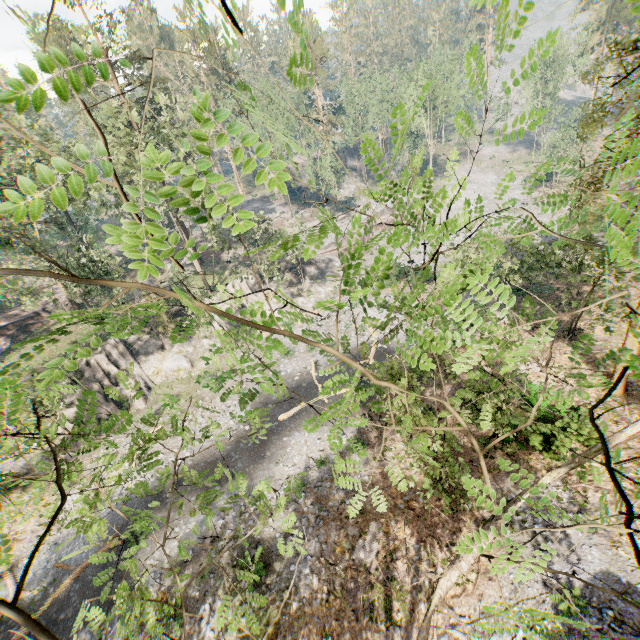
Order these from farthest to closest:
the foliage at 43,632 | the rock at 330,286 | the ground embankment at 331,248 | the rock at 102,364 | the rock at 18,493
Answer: the ground embankment at 331,248
the rock at 330,286
the rock at 102,364
the rock at 18,493
the foliage at 43,632

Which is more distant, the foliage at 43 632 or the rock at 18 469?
the rock at 18 469

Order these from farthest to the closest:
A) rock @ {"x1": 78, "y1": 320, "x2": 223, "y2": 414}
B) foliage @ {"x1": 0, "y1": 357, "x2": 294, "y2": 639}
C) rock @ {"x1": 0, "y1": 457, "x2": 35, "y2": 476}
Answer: rock @ {"x1": 78, "y1": 320, "x2": 223, "y2": 414}, rock @ {"x1": 0, "y1": 457, "x2": 35, "y2": 476}, foliage @ {"x1": 0, "y1": 357, "x2": 294, "y2": 639}

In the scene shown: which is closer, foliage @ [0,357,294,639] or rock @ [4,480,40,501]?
foliage @ [0,357,294,639]

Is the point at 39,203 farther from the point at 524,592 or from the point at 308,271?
the point at 308,271

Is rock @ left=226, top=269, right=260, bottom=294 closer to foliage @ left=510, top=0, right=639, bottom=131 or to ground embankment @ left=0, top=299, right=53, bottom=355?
foliage @ left=510, top=0, right=639, bottom=131

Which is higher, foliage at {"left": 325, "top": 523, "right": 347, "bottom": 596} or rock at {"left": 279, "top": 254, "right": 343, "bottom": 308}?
rock at {"left": 279, "top": 254, "right": 343, "bottom": 308}
